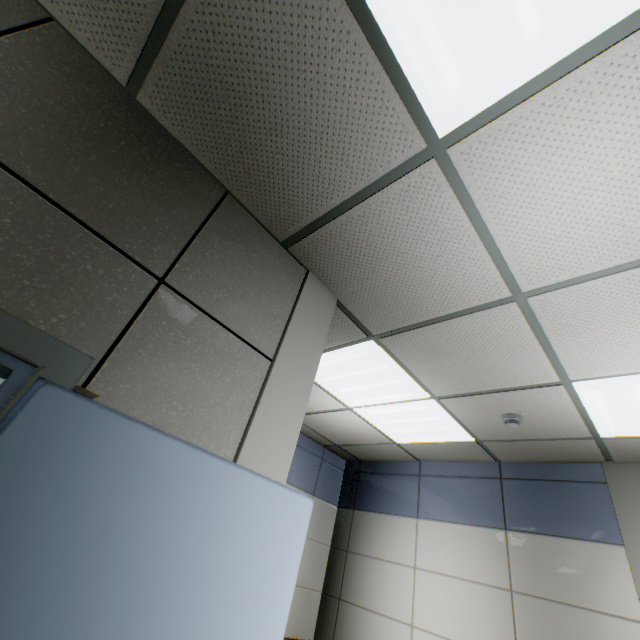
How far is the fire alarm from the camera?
2.8m

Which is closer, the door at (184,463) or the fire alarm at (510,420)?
the door at (184,463)

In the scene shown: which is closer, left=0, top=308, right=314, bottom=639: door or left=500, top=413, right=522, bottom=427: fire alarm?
left=0, top=308, right=314, bottom=639: door

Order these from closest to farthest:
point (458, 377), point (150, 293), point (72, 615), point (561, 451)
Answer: point (72, 615) < point (150, 293) < point (458, 377) < point (561, 451)

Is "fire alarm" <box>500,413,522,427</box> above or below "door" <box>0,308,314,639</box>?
above

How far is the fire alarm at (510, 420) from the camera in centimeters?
279cm
